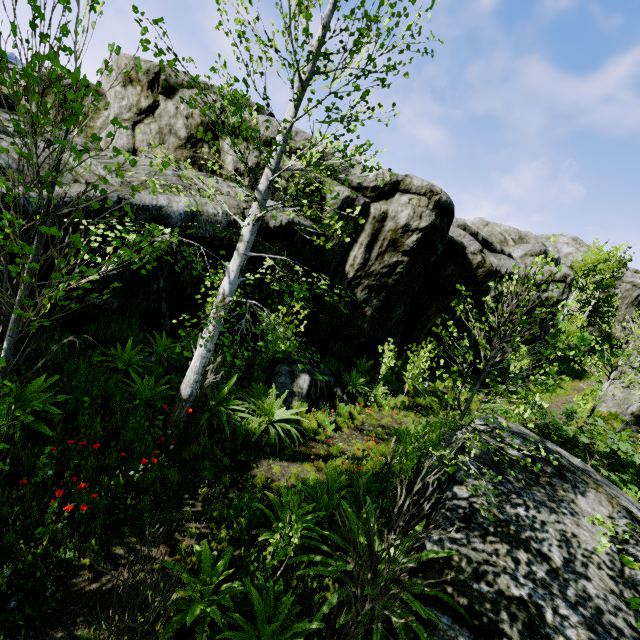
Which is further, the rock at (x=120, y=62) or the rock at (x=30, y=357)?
the rock at (x=120, y=62)

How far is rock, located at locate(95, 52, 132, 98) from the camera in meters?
9.4

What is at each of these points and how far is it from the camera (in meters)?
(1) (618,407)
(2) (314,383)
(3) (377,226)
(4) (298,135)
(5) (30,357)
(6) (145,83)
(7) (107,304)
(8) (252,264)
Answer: (1) rock, 17.94
(2) rock, 9.77
(3) rock, 11.15
(4) rock, 10.09
(5) rock, 4.95
(6) rock, 9.52
(7) rock, 6.59
(8) rock, 9.08

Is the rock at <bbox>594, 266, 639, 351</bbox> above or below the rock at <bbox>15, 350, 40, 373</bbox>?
above

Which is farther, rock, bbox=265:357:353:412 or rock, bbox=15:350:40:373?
rock, bbox=265:357:353:412

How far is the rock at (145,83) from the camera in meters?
6.3 m

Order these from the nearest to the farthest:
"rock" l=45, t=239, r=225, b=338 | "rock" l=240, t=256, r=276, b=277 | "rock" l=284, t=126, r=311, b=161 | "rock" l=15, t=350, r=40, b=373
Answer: "rock" l=15, t=350, r=40, b=373 → "rock" l=45, t=239, r=225, b=338 → "rock" l=240, t=256, r=276, b=277 → "rock" l=284, t=126, r=311, b=161
